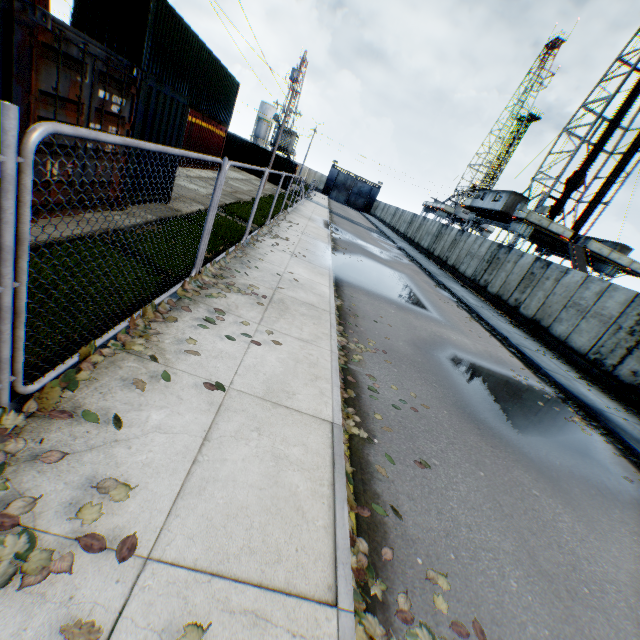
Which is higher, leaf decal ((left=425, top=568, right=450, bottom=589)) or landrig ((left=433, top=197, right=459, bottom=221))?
landrig ((left=433, top=197, right=459, bottom=221))

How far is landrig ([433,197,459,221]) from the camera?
55.62m

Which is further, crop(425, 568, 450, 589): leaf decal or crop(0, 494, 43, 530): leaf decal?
crop(425, 568, 450, 589): leaf decal

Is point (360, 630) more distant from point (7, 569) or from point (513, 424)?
point (513, 424)

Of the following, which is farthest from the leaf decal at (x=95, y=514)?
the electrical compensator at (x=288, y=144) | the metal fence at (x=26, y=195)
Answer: the electrical compensator at (x=288, y=144)

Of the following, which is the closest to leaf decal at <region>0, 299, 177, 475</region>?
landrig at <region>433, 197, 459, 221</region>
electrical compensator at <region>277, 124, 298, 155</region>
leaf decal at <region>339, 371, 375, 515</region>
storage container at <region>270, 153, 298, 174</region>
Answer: leaf decal at <region>339, 371, 375, 515</region>

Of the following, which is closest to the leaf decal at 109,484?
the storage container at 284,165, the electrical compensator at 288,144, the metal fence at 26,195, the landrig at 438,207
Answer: the metal fence at 26,195

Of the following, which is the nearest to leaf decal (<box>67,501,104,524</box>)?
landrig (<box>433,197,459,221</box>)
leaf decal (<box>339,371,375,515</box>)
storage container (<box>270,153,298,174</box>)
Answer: leaf decal (<box>339,371,375,515</box>)
